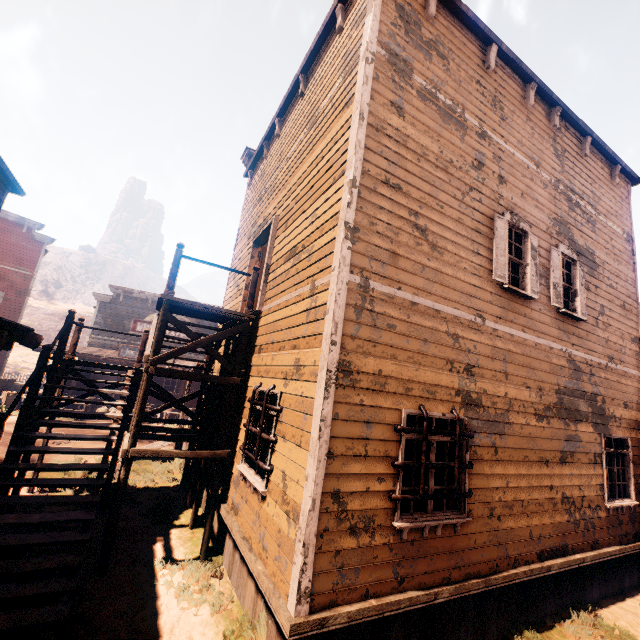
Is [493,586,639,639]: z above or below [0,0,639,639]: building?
below

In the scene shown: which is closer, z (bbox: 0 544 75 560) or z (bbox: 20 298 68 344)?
z (bbox: 0 544 75 560)

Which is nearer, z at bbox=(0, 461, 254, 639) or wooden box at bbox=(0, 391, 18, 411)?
z at bbox=(0, 461, 254, 639)

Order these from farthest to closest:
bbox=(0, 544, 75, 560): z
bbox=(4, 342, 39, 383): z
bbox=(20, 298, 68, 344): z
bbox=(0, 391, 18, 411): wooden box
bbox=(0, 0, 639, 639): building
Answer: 1. bbox=(20, 298, 68, 344): z
2. bbox=(4, 342, 39, 383): z
3. bbox=(0, 391, 18, 411): wooden box
4. bbox=(0, 544, 75, 560): z
5. bbox=(0, 0, 639, 639): building

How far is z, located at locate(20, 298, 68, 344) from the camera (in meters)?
50.91

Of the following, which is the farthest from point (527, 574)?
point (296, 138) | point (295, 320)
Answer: point (296, 138)

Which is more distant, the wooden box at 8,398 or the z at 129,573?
the wooden box at 8,398

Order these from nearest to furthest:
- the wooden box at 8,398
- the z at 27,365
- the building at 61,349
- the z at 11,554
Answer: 1. the building at 61,349
2. the z at 11,554
3. the wooden box at 8,398
4. the z at 27,365
